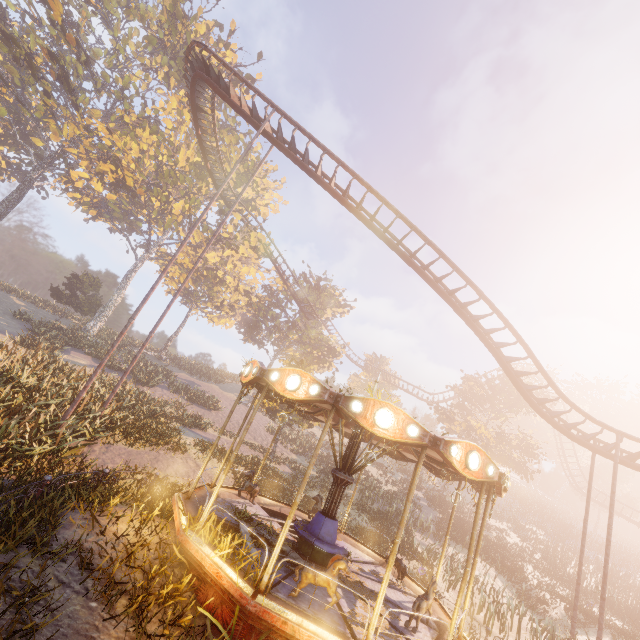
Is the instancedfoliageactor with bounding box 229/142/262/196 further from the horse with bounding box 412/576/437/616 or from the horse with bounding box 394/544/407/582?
the horse with bounding box 412/576/437/616

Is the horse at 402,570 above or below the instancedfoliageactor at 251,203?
below

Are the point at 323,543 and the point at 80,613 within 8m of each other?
yes

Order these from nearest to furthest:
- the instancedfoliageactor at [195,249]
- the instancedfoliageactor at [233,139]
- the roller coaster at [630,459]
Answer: the roller coaster at [630,459]
the instancedfoliageactor at [233,139]
the instancedfoliageactor at [195,249]

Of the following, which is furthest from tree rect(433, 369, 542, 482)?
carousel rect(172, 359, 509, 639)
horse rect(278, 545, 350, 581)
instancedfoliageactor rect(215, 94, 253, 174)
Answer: instancedfoliageactor rect(215, 94, 253, 174)

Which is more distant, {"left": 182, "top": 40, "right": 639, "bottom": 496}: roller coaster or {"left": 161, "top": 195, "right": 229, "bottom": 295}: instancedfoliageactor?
{"left": 161, "top": 195, "right": 229, "bottom": 295}: instancedfoliageactor

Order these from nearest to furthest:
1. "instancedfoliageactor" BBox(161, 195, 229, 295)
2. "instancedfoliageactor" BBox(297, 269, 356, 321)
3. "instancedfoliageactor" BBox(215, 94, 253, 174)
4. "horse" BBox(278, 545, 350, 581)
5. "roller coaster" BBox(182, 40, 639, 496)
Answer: "horse" BBox(278, 545, 350, 581), "roller coaster" BBox(182, 40, 639, 496), "instancedfoliageactor" BBox(215, 94, 253, 174), "instancedfoliageactor" BBox(161, 195, 229, 295), "instancedfoliageactor" BBox(297, 269, 356, 321)

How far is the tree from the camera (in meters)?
31.33
